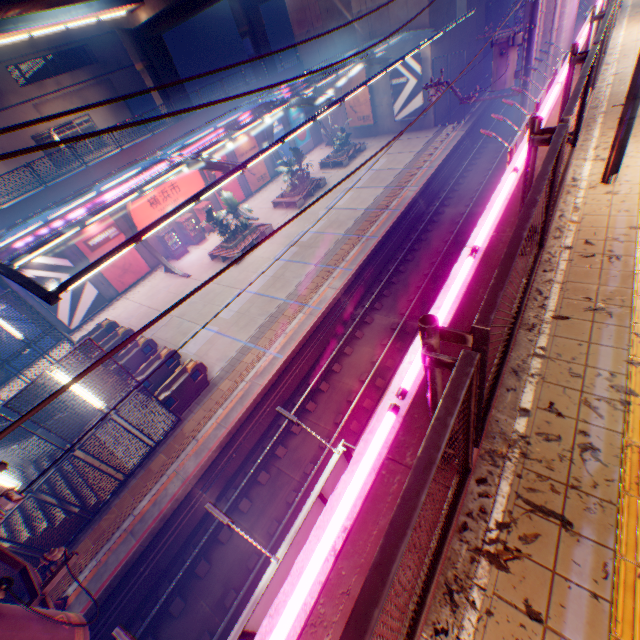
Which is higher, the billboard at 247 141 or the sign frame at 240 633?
the sign frame at 240 633

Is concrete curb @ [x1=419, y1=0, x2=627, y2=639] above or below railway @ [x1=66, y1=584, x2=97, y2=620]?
above

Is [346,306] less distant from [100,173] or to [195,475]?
[195,475]

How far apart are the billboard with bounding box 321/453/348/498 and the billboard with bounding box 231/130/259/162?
27.8 meters

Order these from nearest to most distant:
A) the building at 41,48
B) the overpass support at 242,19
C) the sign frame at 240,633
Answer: the sign frame at 240,633 → the building at 41,48 → the overpass support at 242,19

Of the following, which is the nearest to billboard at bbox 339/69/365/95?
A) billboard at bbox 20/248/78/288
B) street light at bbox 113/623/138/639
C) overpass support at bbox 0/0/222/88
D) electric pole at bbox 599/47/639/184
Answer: overpass support at bbox 0/0/222/88

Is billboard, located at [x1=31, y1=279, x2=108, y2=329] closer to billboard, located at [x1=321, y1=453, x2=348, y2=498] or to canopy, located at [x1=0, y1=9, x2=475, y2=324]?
canopy, located at [x1=0, y1=9, x2=475, y2=324]

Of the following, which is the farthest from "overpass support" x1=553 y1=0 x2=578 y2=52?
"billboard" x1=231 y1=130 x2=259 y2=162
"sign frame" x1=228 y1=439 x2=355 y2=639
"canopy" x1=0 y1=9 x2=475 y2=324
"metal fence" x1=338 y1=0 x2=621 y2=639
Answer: "billboard" x1=231 y1=130 x2=259 y2=162
